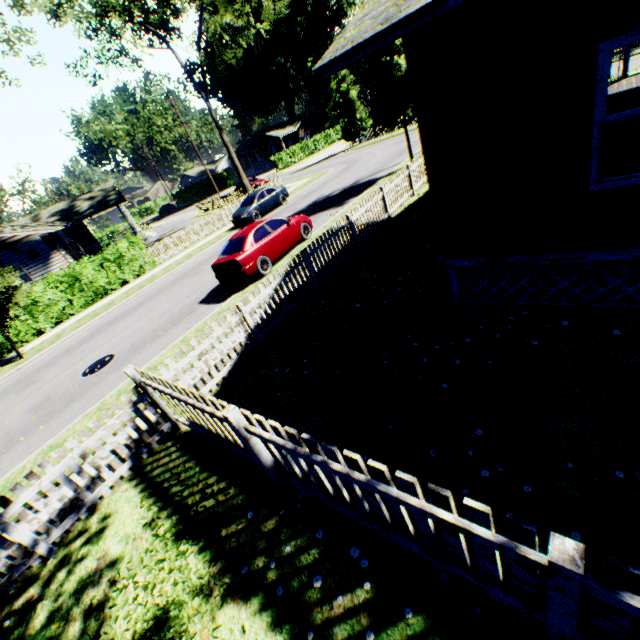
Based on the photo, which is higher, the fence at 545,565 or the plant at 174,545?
the fence at 545,565

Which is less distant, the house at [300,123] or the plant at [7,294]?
the plant at [7,294]

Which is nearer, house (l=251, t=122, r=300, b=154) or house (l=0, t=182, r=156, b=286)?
house (l=0, t=182, r=156, b=286)

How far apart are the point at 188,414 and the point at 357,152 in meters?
35.4 m

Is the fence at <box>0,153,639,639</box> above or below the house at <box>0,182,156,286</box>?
below

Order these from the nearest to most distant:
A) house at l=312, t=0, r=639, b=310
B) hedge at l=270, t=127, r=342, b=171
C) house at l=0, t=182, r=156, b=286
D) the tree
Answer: house at l=312, t=0, r=639, b=310 → the tree → house at l=0, t=182, r=156, b=286 → hedge at l=270, t=127, r=342, b=171

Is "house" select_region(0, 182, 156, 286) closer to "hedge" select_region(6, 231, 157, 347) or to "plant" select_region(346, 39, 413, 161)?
"hedge" select_region(6, 231, 157, 347)

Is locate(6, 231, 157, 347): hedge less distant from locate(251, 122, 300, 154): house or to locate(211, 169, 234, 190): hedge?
locate(211, 169, 234, 190): hedge
